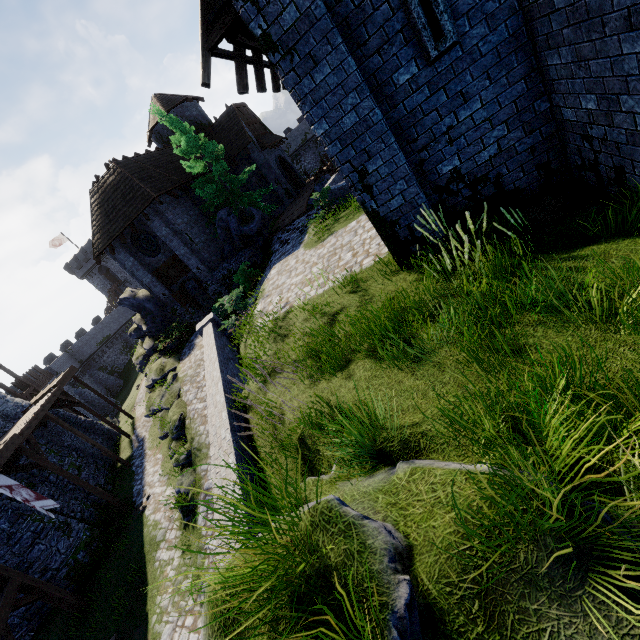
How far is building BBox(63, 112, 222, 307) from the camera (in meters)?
19.36

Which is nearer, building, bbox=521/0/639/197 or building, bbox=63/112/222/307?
building, bbox=521/0/639/197

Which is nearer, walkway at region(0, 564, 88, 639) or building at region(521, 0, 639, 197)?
building at region(521, 0, 639, 197)

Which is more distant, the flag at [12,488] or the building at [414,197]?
the flag at [12,488]

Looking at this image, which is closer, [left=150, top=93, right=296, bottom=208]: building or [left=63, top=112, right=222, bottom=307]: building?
[left=63, top=112, right=222, bottom=307]: building

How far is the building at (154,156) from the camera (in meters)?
19.36

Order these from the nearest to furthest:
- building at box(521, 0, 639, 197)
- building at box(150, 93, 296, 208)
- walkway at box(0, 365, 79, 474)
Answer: building at box(521, 0, 639, 197) → walkway at box(0, 365, 79, 474) → building at box(150, 93, 296, 208)

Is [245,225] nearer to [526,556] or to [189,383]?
[189,383]
